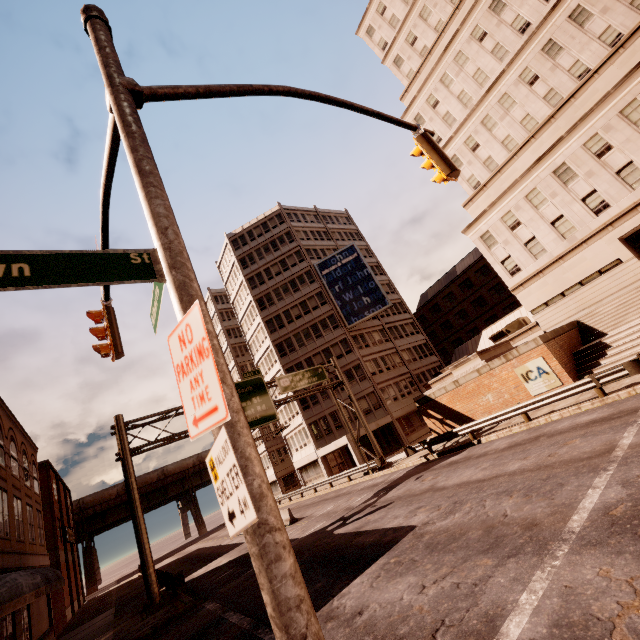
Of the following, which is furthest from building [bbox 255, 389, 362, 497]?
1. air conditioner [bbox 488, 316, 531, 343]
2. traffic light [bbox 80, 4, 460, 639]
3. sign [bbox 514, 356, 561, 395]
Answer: traffic light [bbox 80, 4, 460, 639]

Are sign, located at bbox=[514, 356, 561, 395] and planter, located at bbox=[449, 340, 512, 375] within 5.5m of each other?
yes

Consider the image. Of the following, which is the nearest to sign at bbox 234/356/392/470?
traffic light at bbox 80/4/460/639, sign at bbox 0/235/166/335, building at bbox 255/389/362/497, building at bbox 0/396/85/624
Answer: building at bbox 255/389/362/497

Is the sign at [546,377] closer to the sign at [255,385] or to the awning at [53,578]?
the sign at [255,385]

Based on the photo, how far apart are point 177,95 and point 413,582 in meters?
9.8 m

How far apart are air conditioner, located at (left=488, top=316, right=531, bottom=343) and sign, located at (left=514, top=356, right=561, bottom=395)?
12.67m

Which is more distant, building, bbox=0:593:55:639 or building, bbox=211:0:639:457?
building, bbox=211:0:639:457

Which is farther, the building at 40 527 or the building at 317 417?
the building at 317 417
